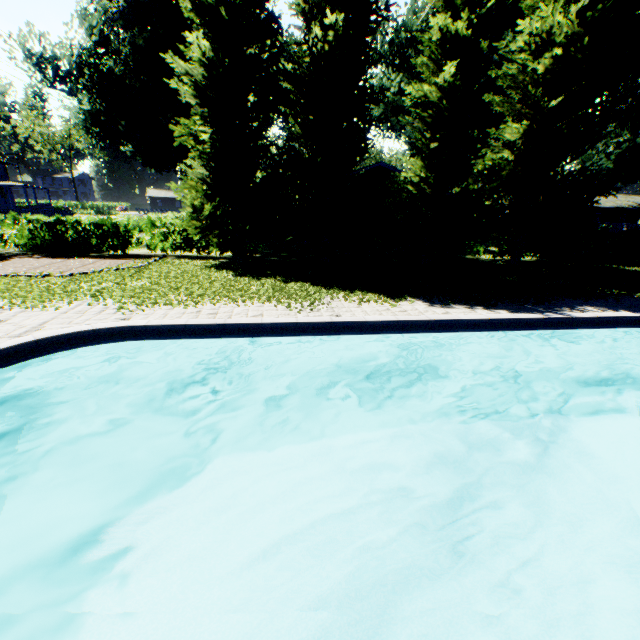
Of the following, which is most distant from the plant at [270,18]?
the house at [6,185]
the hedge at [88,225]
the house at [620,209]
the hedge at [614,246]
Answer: the house at [620,209]

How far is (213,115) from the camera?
11.87m

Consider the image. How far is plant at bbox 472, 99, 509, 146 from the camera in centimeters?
2114cm

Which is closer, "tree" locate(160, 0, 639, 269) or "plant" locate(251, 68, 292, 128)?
"tree" locate(160, 0, 639, 269)

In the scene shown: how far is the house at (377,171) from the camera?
22.4m

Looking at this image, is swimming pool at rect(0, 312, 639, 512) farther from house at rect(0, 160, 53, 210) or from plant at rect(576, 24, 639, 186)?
house at rect(0, 160, 53, 210)

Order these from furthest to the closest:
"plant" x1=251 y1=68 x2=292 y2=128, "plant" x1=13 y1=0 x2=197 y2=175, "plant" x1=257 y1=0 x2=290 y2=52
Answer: "plant" x1=251 y1=68 x2=292 y2=128 → "plant" x1=257 y1=0 x2=290 y2=52 → "plant" x1=13 y1=0 x2=197 y2=175

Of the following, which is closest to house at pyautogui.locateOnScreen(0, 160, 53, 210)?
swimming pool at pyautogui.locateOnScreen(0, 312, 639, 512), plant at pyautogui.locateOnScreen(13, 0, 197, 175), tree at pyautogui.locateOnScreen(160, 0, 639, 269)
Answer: plant at pyautogui.locateOnScreen(13, 0, 197, 175)
